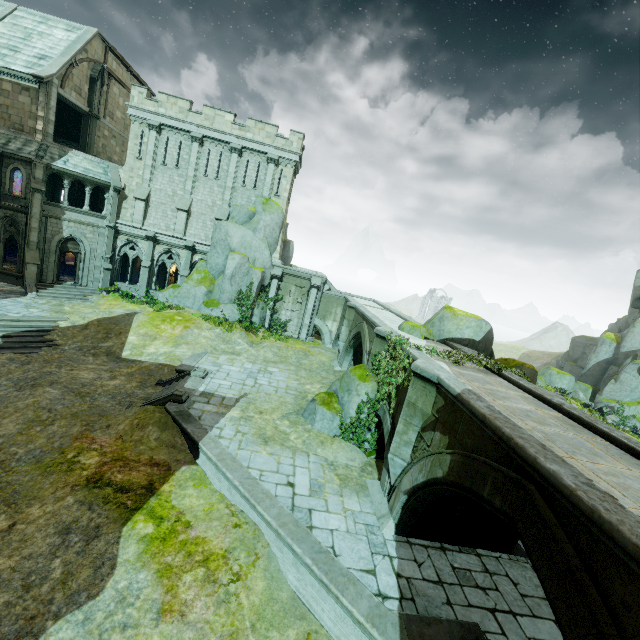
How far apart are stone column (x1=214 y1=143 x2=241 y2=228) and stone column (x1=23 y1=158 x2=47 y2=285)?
11.3 meters

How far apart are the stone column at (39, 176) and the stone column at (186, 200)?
8.2 meters

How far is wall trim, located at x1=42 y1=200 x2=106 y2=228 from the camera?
23.6 meters

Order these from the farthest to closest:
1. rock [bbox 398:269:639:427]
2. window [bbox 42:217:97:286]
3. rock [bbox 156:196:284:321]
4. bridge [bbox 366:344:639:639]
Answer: rock [bbox 156:196:284:321], window [bbox 42:217:97:286], rock [bbox 398:269:639:427], bridge [bbox 366:344:639:639]

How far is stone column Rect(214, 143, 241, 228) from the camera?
26.2m

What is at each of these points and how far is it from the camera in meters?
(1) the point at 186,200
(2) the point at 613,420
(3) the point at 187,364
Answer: (1) stone column, 26.7 m
(2) plant, 26.8 m
(3) wall trim, 18.0 m

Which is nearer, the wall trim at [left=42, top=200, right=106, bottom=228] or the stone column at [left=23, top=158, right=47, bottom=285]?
the stone column at [left=23, top=158, right=47, bottom=285]

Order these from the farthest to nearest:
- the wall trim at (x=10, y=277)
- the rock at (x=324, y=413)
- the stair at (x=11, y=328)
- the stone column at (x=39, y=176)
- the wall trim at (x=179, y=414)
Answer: the wall trim at (x=10, y=277)
the stone column at (x=39, y=176)
the stair at (x=11, y=328)
the rock at (x=324, y=413)
the wall trim at (x=179, y=414)
